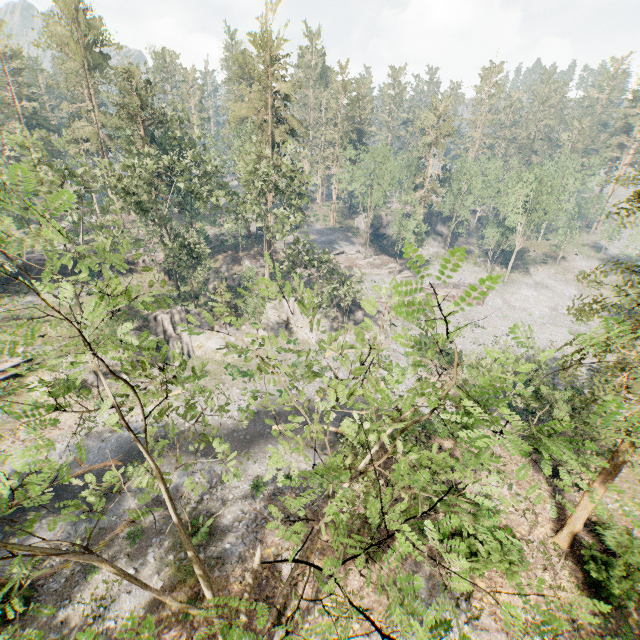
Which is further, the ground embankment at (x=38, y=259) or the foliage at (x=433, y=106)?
the foliage at (x=433, y=106)

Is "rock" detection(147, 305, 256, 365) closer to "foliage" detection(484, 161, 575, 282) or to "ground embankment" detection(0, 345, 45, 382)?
"ground embankment" detection(0, 345, 45, 382)

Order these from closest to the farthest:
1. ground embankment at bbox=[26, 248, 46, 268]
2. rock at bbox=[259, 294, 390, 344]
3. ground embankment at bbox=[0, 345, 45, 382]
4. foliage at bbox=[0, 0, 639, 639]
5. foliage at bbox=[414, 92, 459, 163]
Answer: foliage at bbox=[0, 0, 639, 639] → ground embankment at bbox=[0, 345, 45, 382] → rock at bbox=[259, 294, 390, 344] → ground embankment at bbox=[26, 248, 46, 268] → foliage at bbox=[414, 92, 459, 163]

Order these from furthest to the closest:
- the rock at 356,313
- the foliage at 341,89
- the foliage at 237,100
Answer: the foliage at 341,89 < the rock at 356,313 < the foliage at 237,100

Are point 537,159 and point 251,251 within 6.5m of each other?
no

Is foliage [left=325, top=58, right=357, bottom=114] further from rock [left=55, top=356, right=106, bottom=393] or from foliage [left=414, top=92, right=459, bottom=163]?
foliage [left=414, top=92, right=459, bottom=163]

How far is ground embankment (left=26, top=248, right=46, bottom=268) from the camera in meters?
44.7 m

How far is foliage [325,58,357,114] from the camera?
56.97m
